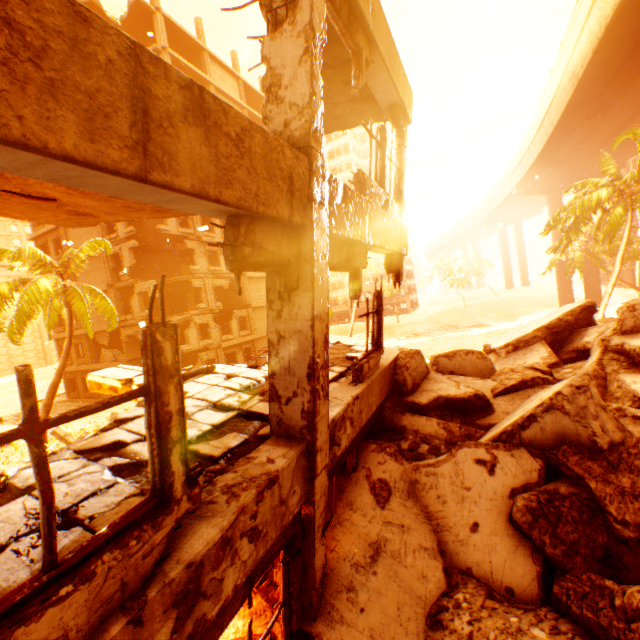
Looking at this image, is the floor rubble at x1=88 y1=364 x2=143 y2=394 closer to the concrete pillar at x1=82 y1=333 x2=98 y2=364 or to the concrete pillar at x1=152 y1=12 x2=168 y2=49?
the concrete pillar at x1=82 y1=333 x2=98 y2=364

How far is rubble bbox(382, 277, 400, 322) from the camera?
53.36m

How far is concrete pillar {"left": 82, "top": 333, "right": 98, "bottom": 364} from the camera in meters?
27.6

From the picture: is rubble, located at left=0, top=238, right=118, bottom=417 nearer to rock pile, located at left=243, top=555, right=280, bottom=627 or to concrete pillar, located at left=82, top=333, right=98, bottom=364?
concrete pillar, located at left=82, top=333, right=98, bottom=364

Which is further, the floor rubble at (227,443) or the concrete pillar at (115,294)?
the concrete pillar at (115,294)

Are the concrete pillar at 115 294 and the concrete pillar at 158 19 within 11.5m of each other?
no

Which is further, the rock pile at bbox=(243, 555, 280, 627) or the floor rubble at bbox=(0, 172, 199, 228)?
the rock pile at bbox=(243, 555, 280, 627)

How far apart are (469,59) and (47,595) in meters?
72.2
